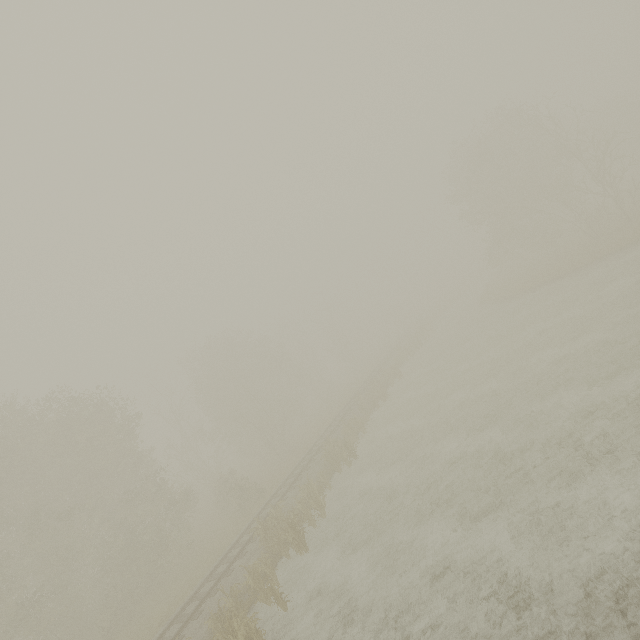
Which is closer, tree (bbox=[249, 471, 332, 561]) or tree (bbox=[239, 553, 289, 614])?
tree (bbox=[239, 553, 289, 614])

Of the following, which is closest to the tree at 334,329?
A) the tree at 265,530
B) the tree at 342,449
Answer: the tree at 342,449

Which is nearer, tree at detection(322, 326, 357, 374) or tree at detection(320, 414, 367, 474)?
tree at detection(320, 414, 367, 474)

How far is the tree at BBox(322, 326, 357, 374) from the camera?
56.69m

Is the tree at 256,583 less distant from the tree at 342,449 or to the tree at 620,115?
the tree at 342,449

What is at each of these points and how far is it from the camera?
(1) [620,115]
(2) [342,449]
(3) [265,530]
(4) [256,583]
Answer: (1) tree, 44.8 meters
(2) tree, 21.6 meters
(3) tree, 15.6 meters
(4) tree, 12.4 meters

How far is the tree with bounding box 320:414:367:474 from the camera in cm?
1984

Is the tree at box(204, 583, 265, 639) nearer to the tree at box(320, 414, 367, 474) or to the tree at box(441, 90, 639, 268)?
the tree at box(320, 414, 367, 474)
